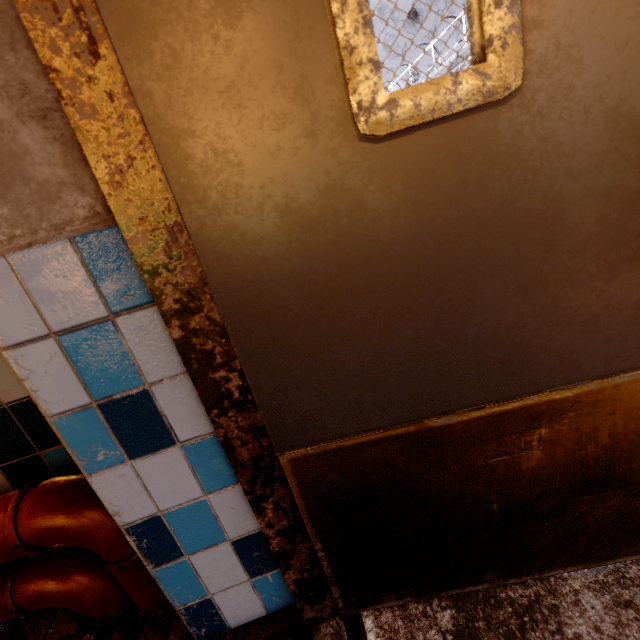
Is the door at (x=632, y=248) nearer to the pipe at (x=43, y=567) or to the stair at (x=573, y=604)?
the stair at (x=573, y=604)

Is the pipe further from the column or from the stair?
the stair

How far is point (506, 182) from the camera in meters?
0.6 m

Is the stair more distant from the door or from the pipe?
the pipe

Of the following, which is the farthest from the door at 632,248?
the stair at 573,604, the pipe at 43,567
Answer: the pipe at 43,567

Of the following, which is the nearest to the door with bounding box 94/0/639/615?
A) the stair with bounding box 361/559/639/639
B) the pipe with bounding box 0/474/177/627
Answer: the stair with bounding box 361/559/639/639
